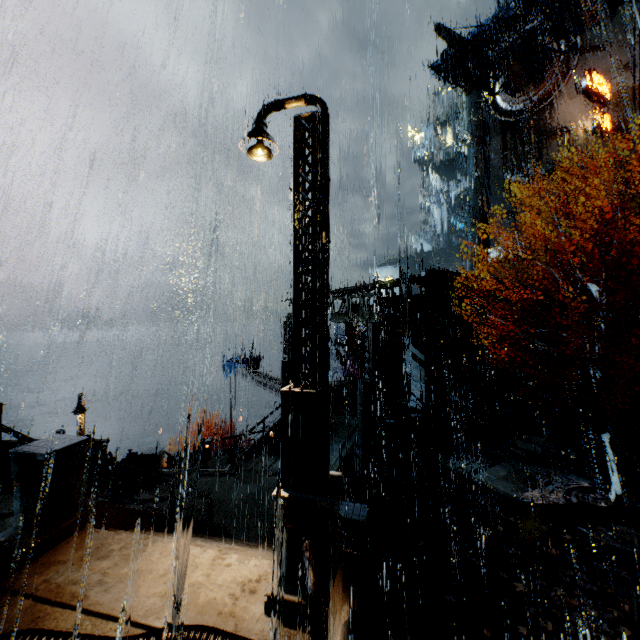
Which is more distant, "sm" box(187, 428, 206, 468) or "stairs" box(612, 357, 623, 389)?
"stairs" box(612, 357, 623, 389)

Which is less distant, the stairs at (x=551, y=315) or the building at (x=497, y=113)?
A: the stairs at (x=551, y=315)

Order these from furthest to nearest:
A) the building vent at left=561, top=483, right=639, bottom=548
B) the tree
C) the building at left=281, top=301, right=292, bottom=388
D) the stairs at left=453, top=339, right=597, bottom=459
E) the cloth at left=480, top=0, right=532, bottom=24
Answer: the cloth at left=480, top=0, right=532, bottom=24 < the building at left=281, top=301, right=292, bottom=388 < the stairs at left=453, top=339, right=597, bottom=459 < the tree < the building vent at left=561, top=483, right=639, bottom=548

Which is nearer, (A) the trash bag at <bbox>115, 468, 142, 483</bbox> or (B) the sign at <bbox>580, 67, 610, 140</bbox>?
(A) the trash bag at <bbox>115, 468, 142, 483</bbox>

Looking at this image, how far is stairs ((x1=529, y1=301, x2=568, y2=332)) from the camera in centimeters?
2461cm

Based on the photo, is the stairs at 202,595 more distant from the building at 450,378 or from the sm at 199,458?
the sm at 199,458

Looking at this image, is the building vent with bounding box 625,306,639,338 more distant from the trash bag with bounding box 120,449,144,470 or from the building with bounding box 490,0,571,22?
the trash bag with bounding box 120,449,144,470

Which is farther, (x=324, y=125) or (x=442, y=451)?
(x=442, y=451)
